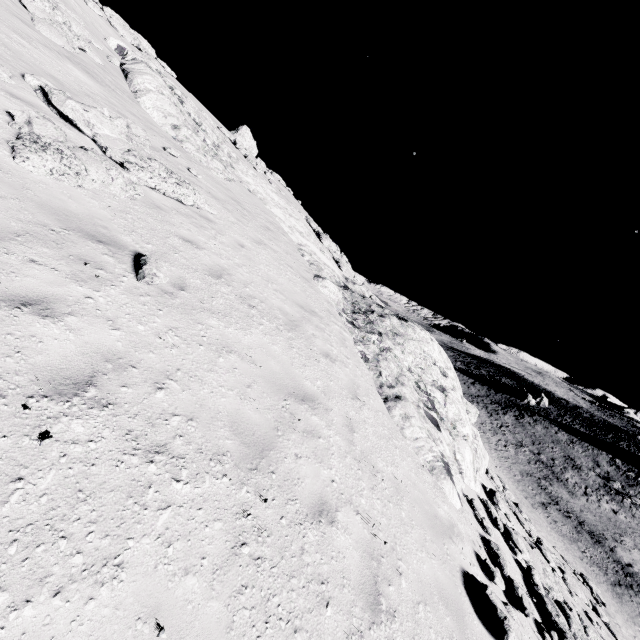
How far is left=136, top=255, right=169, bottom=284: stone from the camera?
5.0m

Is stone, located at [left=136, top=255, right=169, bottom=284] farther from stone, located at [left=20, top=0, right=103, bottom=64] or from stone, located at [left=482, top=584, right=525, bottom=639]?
stone, located at [left=20, top=0, right=103, bottom=64]

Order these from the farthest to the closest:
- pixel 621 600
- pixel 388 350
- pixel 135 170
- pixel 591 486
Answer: pixel 591 486, pixel 621 600, pixel 388 350, pixel 135 170

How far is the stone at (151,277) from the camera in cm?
501

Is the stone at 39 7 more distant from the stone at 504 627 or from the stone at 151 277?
the stone at 504 627

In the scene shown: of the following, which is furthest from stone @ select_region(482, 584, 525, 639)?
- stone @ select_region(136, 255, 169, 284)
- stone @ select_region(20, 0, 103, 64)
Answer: stone @ select_region(20, 0, 103, 64)
